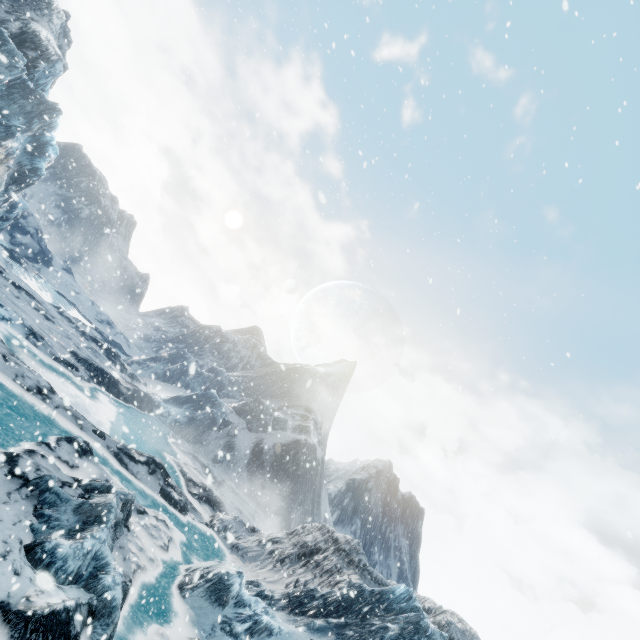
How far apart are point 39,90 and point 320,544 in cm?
4937
